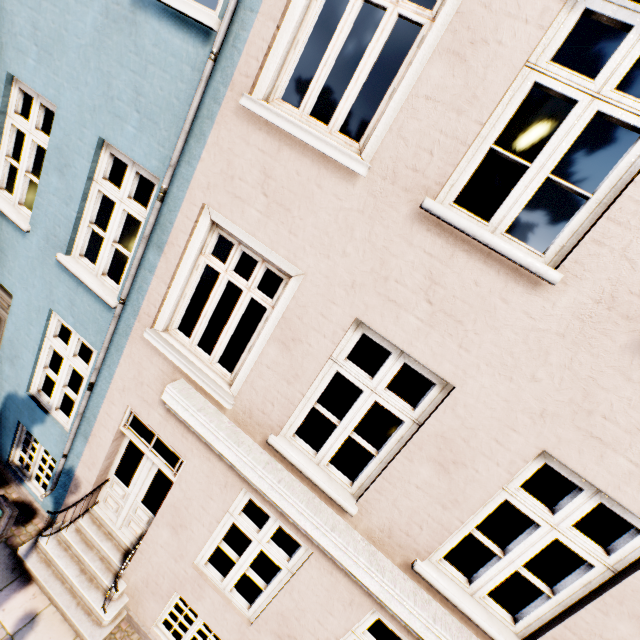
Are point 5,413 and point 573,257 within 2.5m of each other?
no
